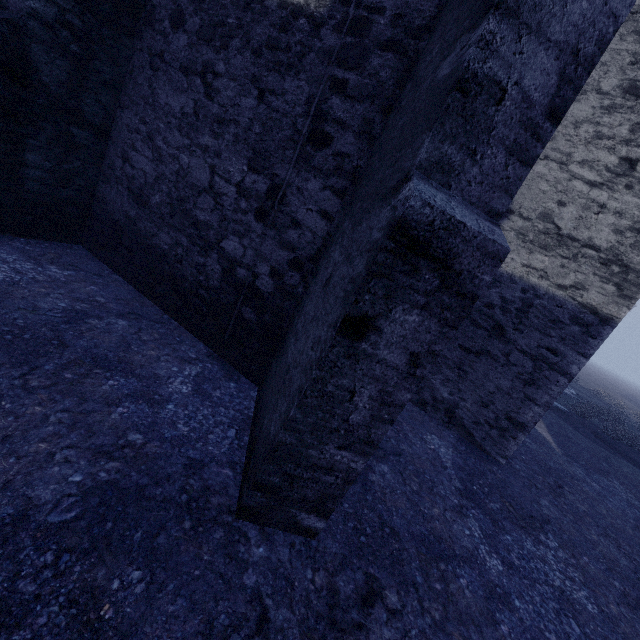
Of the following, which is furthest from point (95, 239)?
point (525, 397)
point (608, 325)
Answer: point (608, 325)
